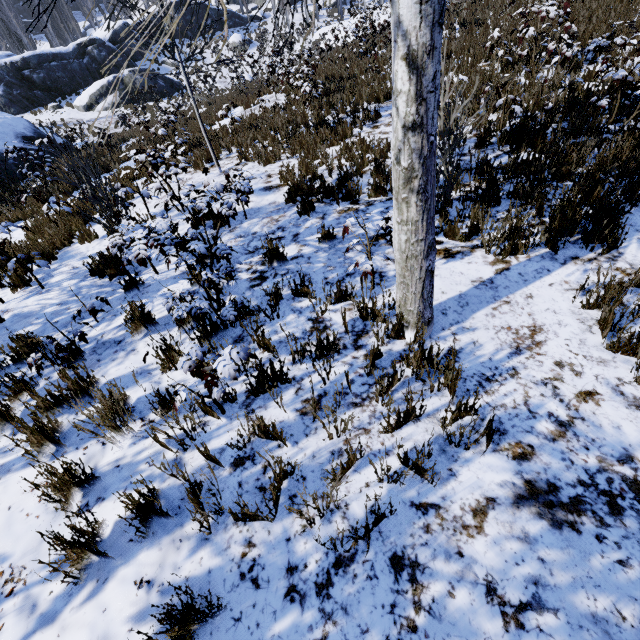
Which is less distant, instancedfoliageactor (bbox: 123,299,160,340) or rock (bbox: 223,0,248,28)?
instancedfoliageactor (bbox: 123,299,160,340)

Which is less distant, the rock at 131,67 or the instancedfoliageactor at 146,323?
the instancedfoliageactor at 146,323

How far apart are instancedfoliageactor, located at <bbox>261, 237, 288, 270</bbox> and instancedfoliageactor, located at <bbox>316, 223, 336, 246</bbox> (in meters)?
Result: 0.70

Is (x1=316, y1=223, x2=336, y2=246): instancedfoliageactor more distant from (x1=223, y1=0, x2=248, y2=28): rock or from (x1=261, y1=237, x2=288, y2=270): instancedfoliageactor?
(x1=223, y1=0, x2=248, y2=28): rock

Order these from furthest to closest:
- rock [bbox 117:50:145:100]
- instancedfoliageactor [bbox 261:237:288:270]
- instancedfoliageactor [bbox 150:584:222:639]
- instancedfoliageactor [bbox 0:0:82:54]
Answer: instancedfoliageactor [bbox 0:0:82:54]
rock [bbox 117:50:145:100]
instancedfoliageactor [bbox 261:237:288:270]
instancedfoliageactor [bbox 150:584:222:639]

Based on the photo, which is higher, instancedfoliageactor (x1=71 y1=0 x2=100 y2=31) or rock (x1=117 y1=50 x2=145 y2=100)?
instancedfoliageactor (x1=71 y1=0 x2=100 y2=31)

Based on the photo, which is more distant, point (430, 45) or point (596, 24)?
point (596, 24)
